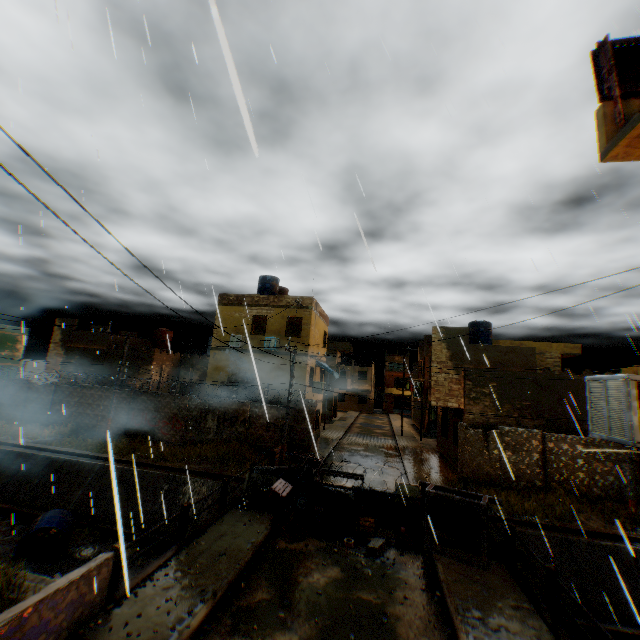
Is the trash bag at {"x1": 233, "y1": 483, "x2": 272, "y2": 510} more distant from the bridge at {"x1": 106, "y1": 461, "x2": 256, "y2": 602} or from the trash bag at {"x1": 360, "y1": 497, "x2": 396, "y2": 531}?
the trash bag at {"x1": 360, "y1": 497, "x2": 396, "y2": 531}

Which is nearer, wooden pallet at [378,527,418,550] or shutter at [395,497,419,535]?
wooden pallet at [378,527,418,550]

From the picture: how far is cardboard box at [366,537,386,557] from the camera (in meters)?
8.96

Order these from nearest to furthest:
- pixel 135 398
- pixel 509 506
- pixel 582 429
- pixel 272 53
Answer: pixel 272 53 < pixel 509 506 < pixel 582 429 < pixel 135 398

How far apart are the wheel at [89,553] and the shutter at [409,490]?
11.9 meters

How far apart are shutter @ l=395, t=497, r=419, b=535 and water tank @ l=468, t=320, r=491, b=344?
15.7m

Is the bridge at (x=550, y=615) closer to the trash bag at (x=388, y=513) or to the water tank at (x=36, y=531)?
the trash bag at (x=388, y=513)

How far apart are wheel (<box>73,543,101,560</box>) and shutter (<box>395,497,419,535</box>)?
11.87m
